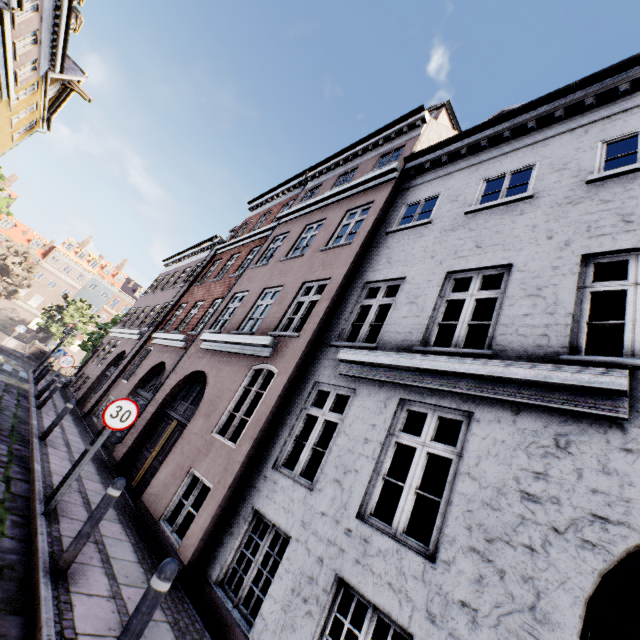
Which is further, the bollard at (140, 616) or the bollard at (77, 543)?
the bollard at (77, 543)

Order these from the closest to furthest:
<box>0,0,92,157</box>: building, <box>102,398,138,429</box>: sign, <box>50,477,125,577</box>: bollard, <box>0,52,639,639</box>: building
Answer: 1. <box>0,52,639,639</box>: building
2. <box>50,477,125,577</box>: bollard
3. <box>102,398,138,429</box>: sign
4. <box>0,0,92,157</box>: building

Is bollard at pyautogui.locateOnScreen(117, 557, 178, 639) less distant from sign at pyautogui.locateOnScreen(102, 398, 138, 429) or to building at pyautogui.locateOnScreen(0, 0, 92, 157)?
building at pyautogui.locateOnScreen(0, 0, 92, 157)

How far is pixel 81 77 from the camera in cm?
1931

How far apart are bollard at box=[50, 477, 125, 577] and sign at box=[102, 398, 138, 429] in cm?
143

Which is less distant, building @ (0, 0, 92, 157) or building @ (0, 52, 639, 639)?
building @ (0, 52, 639, 639)

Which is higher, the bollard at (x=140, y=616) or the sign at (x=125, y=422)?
the sign at (x=125, y=422)

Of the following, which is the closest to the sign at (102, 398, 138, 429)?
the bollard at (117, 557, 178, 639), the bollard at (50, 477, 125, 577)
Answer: the bollard at (50, 477, 125, 577)
